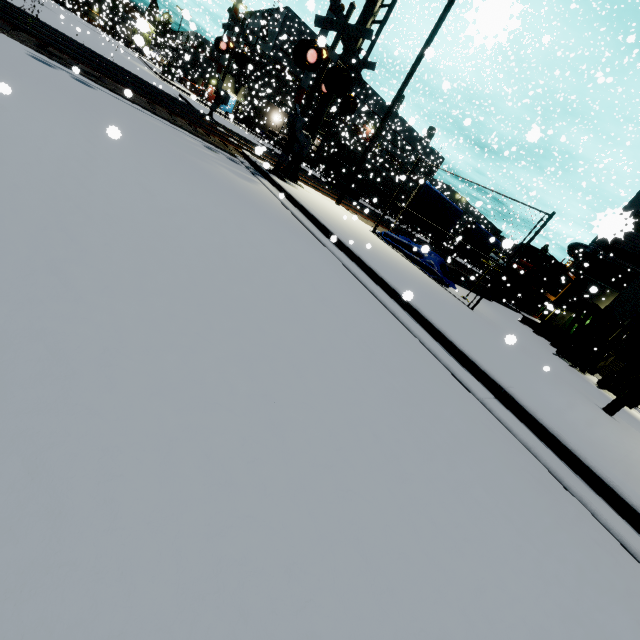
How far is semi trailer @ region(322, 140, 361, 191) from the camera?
27.0m

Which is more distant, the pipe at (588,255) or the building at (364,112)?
the building at (364,112)

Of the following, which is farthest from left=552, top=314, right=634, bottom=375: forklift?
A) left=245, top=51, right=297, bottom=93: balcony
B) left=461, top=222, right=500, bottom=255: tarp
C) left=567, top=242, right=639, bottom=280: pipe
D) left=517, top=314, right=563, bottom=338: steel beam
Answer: left=245, top=51, right=297, bottom=93: balcony

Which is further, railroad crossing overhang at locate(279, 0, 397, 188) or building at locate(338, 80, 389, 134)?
building at locate(338, 80, 389, 134)

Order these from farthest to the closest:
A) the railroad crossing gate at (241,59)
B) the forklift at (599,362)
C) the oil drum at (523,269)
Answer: the oil drum at (523,269) → the railroad crossing gate at (241,59) → the forklift at (599,362)

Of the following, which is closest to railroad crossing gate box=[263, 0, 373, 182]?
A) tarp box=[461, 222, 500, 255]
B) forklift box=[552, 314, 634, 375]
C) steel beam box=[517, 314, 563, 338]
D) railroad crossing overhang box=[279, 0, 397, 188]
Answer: railroad crossing overhang box=[279, 0, 397, 188]

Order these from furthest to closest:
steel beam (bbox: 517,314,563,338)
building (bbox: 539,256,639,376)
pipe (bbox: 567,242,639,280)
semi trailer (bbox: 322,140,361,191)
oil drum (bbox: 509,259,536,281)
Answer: semi trailer (bbox: 322,140,361,191) < pipe (bbox: 567,242,639,280) < oil drum (bbox: 509,259,536,281) < steel beam (bbox: 517,314,563,338) < building (bbox: 539,256,639,376)

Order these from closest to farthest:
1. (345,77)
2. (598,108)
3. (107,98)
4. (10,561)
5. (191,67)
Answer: (10,561) → (107,98) → (345,77) → (598,108) → (191,67)
